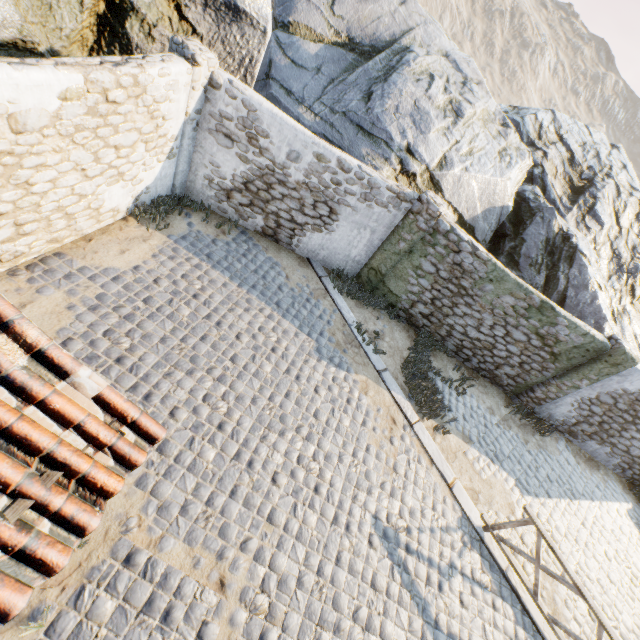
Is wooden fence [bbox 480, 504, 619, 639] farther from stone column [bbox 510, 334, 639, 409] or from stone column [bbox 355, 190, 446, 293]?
stone column [bbox 355, 190, 446, 293]

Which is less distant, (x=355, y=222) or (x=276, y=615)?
(x=276, y=615)

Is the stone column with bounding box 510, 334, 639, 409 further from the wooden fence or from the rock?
the wooden fence

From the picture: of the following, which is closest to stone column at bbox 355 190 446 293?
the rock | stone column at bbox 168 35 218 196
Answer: the rock

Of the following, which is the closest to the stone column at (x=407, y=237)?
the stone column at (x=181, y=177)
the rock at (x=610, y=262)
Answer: the rock at (x=610, y=262)

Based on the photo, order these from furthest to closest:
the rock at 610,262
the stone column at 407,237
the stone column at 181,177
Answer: the stone column at 407,237
the rock at 610,262
the stone column at 181,177

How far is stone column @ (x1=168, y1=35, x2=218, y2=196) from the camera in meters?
6.1

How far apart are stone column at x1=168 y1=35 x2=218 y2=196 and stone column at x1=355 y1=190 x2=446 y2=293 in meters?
5.0 m
